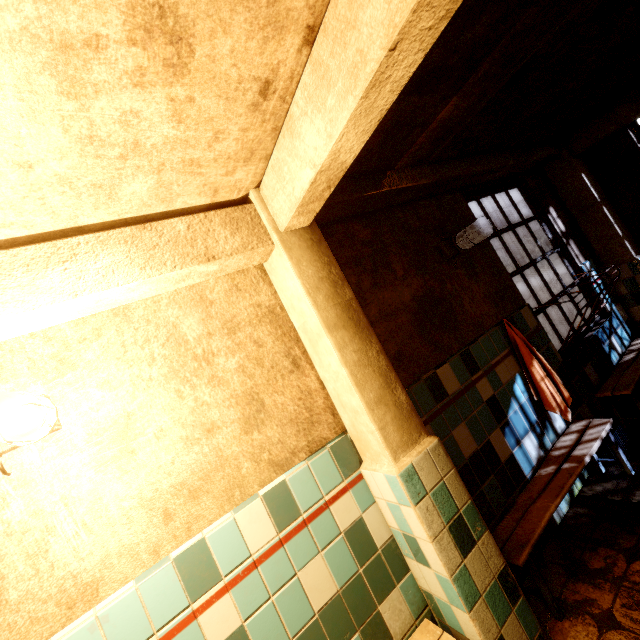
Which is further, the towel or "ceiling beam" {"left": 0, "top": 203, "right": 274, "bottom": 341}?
the towel

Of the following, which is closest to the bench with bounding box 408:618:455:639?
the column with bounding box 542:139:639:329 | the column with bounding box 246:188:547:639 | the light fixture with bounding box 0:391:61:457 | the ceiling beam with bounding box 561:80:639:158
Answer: the column with bounding box 246:188:547:639

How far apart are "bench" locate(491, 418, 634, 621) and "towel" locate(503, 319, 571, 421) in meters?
0.2 m

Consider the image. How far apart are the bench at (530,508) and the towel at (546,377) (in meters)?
0.23

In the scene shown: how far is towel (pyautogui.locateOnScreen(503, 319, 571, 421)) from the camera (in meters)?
2.67

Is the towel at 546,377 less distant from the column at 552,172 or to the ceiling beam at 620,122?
the column at 552,172

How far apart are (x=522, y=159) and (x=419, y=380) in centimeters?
291cm

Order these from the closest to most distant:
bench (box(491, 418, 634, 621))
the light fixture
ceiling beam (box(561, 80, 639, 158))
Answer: the light fixture → bench (box(491, 418, 634, 621)) → ceiling beam (box(561, 80, 639, 158))
